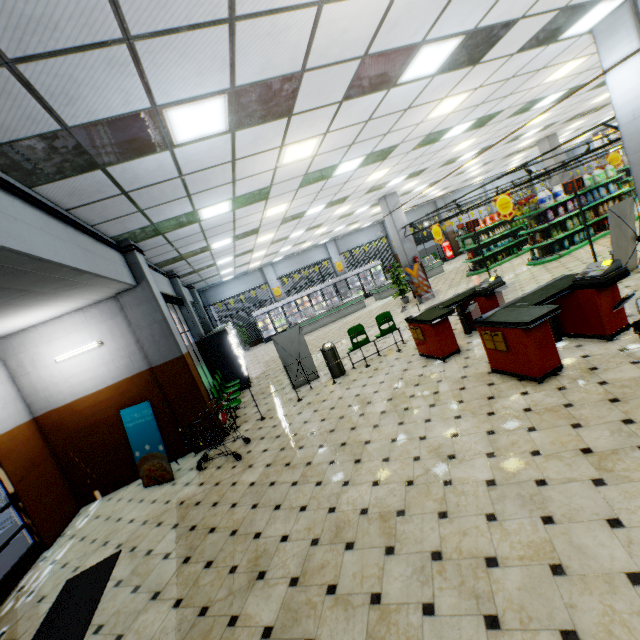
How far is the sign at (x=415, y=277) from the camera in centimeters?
1383cm

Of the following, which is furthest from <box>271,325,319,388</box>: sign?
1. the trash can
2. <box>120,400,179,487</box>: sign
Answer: <box>120,400,179,487</box>: sign

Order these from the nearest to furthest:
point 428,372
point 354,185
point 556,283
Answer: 1. point 556,283
2. point 428,372
3. point 354,185

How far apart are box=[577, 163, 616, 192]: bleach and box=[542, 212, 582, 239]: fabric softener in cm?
179

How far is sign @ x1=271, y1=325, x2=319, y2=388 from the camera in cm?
873

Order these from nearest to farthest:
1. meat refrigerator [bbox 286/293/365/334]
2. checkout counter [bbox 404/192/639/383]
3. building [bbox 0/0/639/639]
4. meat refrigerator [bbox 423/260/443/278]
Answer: building [bbox 0/0/639/639] < checkout counter [bbox 404/192/639/383] < meat refrigerator [bbox 286/293/365/334] < meat refrigerator [bbox 423/260/443/278]

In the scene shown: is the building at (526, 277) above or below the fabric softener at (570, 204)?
below

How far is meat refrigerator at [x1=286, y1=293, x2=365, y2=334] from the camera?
18.6m
